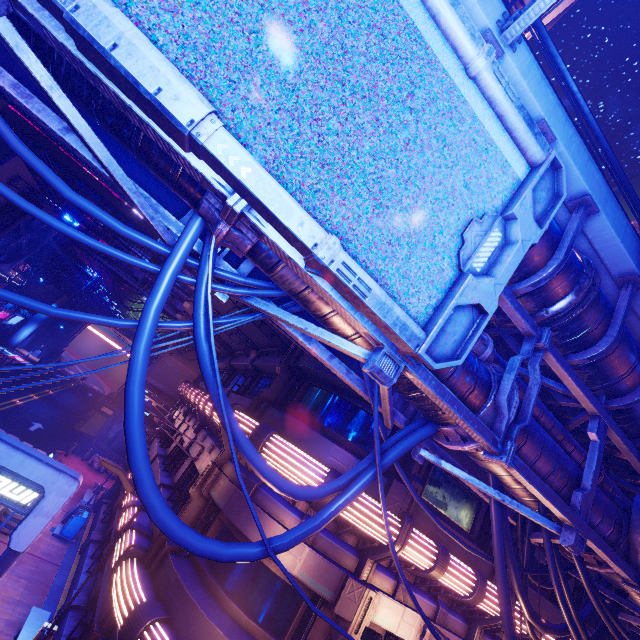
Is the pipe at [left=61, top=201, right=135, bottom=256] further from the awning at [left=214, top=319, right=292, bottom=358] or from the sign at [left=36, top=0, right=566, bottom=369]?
the awning at [left=214, top=319, right=292, bottom=358]

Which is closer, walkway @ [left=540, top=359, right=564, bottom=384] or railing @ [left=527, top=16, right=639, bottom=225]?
railing @ [left=527, top=16, right=639, bottom=225]

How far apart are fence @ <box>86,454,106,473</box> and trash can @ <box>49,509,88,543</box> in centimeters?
1041cm

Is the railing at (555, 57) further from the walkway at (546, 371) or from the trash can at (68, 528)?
the trash can at (68, 528)

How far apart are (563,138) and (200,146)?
5.7m

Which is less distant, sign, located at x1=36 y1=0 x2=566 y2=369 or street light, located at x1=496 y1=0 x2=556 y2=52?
sign, located at x1=36 y1=0 x2=566 y2=369

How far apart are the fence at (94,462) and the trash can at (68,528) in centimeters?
1041cm

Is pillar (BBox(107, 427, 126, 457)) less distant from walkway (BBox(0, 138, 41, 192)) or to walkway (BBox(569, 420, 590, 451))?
walkway (BBox(0, 138, 41, 192))
